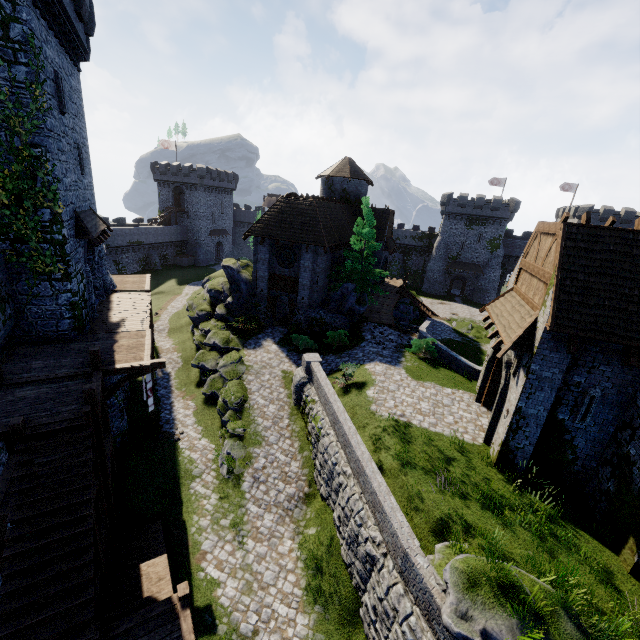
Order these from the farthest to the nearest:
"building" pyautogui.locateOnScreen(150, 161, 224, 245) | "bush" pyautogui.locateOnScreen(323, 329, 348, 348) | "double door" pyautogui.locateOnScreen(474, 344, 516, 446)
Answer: "building" pyautogui.locateOnScreen(150, 161, 224, 245) → "bush" pyautogui.locateOnScreen(323, 329, 348, 348) → "double door" pyautogui.locateOnScreen(474, 344, 516, 446)

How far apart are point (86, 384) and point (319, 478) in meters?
10.5

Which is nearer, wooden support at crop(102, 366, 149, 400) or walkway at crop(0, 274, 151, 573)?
walkway at crop(0, 274, 151, 573)

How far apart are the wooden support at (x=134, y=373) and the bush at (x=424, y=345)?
14.7m

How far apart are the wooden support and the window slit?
16.0m

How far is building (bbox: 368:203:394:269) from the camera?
34.4m

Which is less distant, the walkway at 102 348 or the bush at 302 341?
the walkway at 102 348

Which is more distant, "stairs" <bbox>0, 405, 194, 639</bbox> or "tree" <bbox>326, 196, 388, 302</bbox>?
"tree" <bbox>326, 196, 388, 302</bbox>
